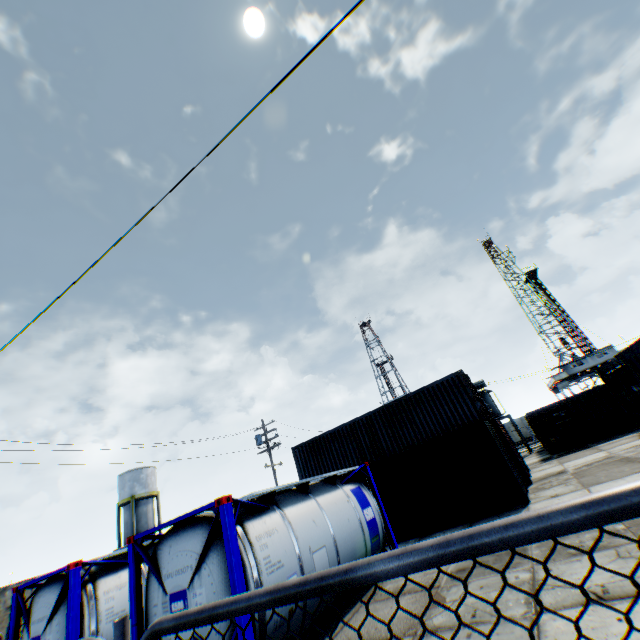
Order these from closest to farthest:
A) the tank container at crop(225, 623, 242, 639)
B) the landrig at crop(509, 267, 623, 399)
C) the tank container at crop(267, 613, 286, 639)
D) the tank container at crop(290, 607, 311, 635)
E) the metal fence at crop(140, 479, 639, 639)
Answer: the metal fence at crop(140, 479, 639, 639) < the tank container at crop(225, 623, 242, 639) < the tank container at crop(267, 613, 286, 639) < the tank container at crop(290, 607, 311, 635) < the landrig at crop(509, 267, 623, 399)

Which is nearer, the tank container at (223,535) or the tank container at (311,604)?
the tank container at (223,535)

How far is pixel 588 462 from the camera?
14.74m

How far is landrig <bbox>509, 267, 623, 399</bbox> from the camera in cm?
4713

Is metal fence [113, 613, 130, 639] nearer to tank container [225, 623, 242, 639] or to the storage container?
tank container [225, 623, 242, 639]

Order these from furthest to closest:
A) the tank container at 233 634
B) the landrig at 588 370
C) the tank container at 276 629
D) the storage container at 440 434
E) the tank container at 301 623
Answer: the landrig at 588 370
the storage container at 440 434
the tank container at 301 623
the tank container at 276 629
the tank container at 233 634

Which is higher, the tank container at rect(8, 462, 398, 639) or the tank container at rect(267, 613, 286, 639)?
the tank container at rect(8, 462, 398, 639)

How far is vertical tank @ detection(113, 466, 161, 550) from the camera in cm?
3609
